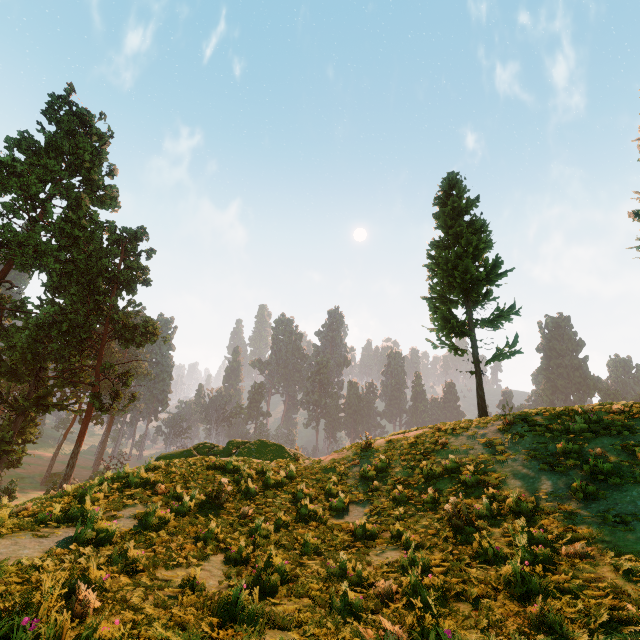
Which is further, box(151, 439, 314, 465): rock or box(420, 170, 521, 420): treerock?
box(420, 170, 521, 420): treerock

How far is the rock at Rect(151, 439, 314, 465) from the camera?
16.19m

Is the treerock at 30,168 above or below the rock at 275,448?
above

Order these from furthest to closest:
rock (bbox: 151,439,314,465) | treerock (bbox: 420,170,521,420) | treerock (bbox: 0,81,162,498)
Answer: treerock (bbox: 0,81,162,498) → treerock (bbox: 420,170,521,420) → rock (bbox: 151,439,314,465)

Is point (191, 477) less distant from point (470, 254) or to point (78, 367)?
point (470, 254)

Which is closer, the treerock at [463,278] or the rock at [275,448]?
the rock at [275,448]

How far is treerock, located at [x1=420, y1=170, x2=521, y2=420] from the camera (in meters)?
17.53

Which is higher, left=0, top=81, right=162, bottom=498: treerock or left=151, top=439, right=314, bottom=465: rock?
left=0, top=81, right=162, bottom=498: treerock
